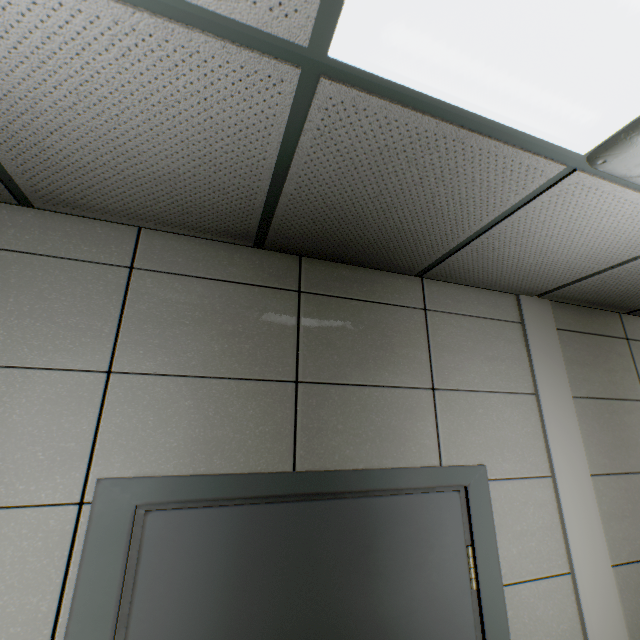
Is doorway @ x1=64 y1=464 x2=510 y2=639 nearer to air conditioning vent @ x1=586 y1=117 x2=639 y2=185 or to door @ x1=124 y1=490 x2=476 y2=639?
door @ x1=124 y1=490 x2=476 y2=639

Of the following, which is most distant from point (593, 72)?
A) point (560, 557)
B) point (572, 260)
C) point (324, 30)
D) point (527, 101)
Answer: point (560, 557)

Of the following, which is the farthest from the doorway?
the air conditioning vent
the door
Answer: the air conditioning vent

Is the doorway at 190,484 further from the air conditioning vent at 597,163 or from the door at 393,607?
the air conditioning vent at 597,163

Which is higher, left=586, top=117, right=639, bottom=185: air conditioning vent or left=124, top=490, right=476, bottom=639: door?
left=586, top=117, right=639, bottom=185: air conditioning vent
